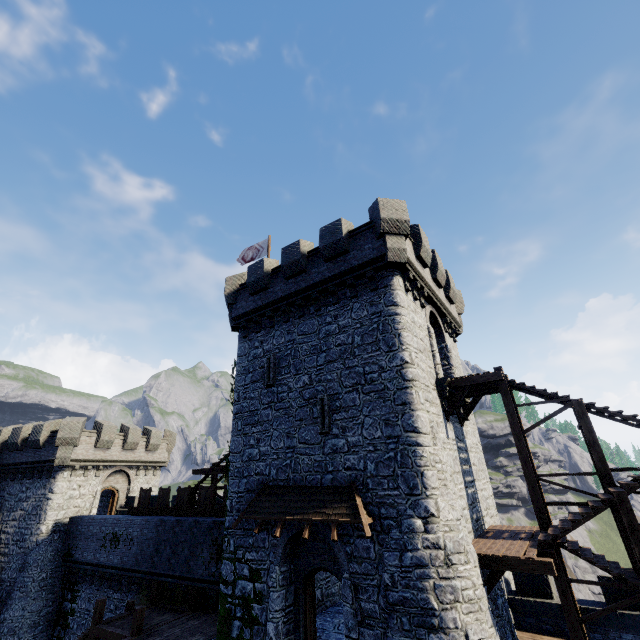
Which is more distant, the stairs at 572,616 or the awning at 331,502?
the awning at 331,502

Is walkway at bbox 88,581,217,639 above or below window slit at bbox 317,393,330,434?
below

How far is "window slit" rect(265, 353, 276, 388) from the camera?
15.55m

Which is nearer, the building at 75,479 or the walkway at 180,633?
the walkway at 180,633

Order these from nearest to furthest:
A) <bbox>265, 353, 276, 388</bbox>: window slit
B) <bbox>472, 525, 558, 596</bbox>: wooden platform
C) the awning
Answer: <bbox>472, 525, 558, 596</bbox>: wooden platform → the awning → <bbox>265, 353, 276, 388</bbox>: window slit

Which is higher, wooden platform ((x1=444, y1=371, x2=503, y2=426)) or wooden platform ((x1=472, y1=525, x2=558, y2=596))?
wooden platform ((x1=444, y1=371, x2=503, y2=426))

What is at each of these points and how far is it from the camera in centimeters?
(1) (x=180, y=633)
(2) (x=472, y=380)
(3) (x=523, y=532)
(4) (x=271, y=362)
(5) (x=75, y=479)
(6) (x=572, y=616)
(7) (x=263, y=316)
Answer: (1) walkway, 1387cm
(2) wooden platform, 1339cm
(3) wooden platform, 1274cm
(4) window slit, 1591cm
(5) building, 2472cm
(6) stairs, 1047cm
(7) building, 1759cm

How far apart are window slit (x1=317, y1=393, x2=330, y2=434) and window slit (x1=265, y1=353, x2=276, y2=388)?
2.56m
